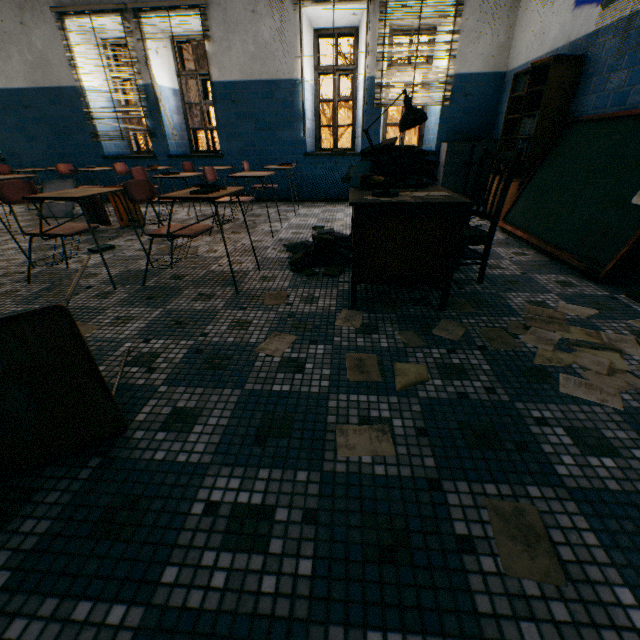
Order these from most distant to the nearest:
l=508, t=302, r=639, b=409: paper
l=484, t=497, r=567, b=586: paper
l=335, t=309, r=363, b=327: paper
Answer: l=335, t=309, r=363, b=327: paper
l=508, t=302, r=639, b=409: paper
l=484, t=497, r=567, b=586: paper

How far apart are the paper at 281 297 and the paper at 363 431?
1.20m

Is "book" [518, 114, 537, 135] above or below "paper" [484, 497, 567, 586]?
above

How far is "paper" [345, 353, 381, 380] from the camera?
1.55m

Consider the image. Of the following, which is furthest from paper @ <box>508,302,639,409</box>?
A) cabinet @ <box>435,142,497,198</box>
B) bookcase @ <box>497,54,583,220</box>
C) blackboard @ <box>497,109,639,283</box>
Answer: cabinet @ <box>435,142,497,198</box>

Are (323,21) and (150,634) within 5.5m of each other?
no

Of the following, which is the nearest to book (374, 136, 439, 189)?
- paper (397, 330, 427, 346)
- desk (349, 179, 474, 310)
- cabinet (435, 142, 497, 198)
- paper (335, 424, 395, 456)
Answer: desk (349, 179, 474, 310)

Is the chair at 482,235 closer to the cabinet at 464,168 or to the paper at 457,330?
the paper at 457,330
